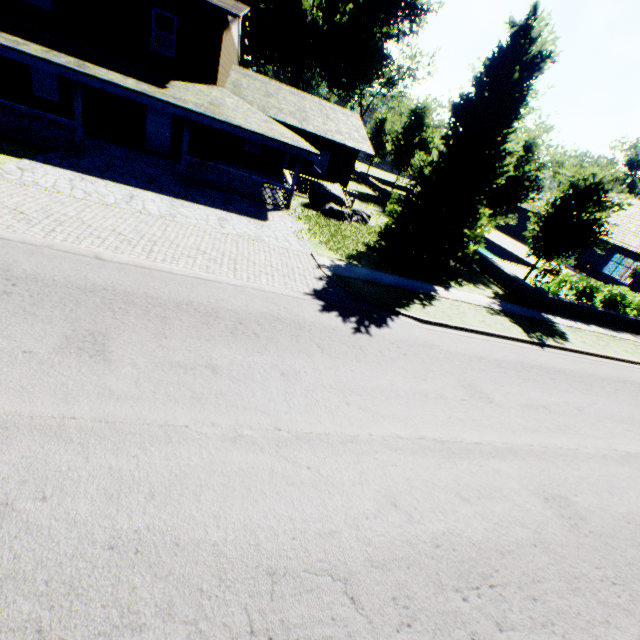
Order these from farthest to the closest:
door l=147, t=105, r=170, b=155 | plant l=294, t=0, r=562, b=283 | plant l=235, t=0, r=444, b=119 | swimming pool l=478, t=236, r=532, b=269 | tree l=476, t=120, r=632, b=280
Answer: plant l=235, t=0, r=444, b=119
swimming pool l=478, t=236, r=532, b=269
door l=147, t=105, r=170, b=155
tree l=476, t=120, r=632, b=280
plant l=294, t=0, r=562, b=283

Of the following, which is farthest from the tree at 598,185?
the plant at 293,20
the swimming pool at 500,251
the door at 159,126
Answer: the door at 159,126

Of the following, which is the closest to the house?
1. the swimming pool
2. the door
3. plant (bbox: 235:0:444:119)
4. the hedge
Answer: plant (bbox: 235:0:444:119)

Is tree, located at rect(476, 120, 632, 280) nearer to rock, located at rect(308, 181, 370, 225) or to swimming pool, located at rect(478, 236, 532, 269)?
swimming pool, located at rect(478, 236, 532, 269)

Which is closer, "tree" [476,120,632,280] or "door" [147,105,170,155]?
"tree" [476,120,632,280]

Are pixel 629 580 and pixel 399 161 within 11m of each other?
→ no

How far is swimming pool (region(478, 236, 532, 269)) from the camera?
26.89m

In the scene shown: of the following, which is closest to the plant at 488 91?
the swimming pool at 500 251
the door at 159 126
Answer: the swimming pool at 500 251
